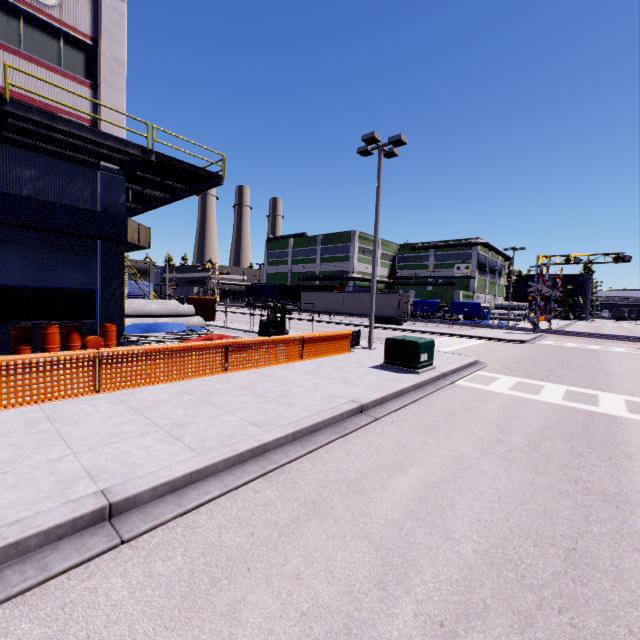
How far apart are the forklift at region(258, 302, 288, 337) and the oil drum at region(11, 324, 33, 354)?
9.5m

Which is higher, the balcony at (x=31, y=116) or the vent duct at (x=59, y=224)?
the balcony at (x=31, y=116)

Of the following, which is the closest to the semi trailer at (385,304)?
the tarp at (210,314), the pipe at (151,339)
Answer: the tarp at (210,314)

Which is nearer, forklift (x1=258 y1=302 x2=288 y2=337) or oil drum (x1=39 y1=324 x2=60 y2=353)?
oil drum (x1=39 y1=324 x2=60 y2=353)

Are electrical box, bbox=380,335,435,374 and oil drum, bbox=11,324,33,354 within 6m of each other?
no

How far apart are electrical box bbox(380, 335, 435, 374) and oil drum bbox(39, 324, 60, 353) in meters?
12.2

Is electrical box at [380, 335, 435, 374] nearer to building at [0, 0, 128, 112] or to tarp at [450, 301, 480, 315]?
building at [0, 0, 128, 112]

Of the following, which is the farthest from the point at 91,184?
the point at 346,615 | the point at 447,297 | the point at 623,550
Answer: the point at 447,297
